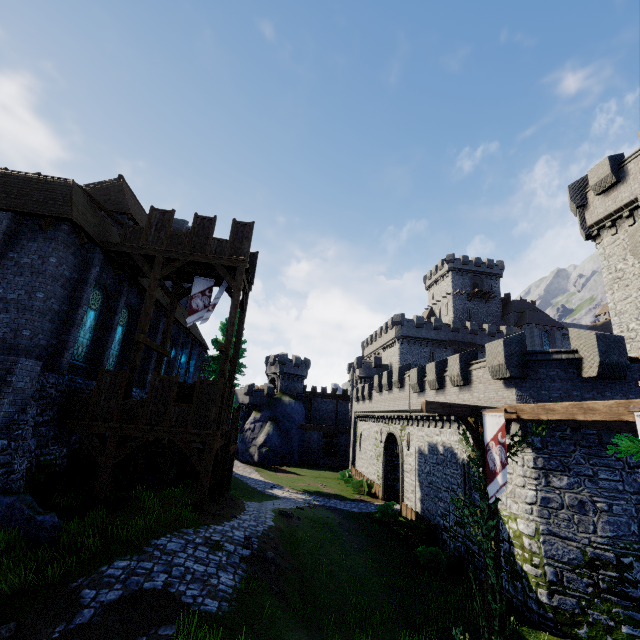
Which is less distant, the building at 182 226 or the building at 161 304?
the building at 161 304

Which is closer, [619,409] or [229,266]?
[619,409]

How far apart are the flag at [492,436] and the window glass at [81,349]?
16.6m

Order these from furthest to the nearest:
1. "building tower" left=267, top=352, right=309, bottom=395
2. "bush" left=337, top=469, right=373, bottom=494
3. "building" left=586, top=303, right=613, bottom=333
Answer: "building tower" left=267, top=352, right=309, bottom=395 → "building" left=586, top=303, right=613, bottom=333 → "bush" left=337, top=469, right=373, bottom=494

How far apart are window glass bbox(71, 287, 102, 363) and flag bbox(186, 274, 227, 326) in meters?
4.1

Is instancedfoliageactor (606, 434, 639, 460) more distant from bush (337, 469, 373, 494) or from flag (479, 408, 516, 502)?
bush (337, 469, 373, 494)

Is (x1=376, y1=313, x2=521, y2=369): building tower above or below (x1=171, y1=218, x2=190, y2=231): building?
below

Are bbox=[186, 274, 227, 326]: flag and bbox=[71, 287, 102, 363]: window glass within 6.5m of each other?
yes
